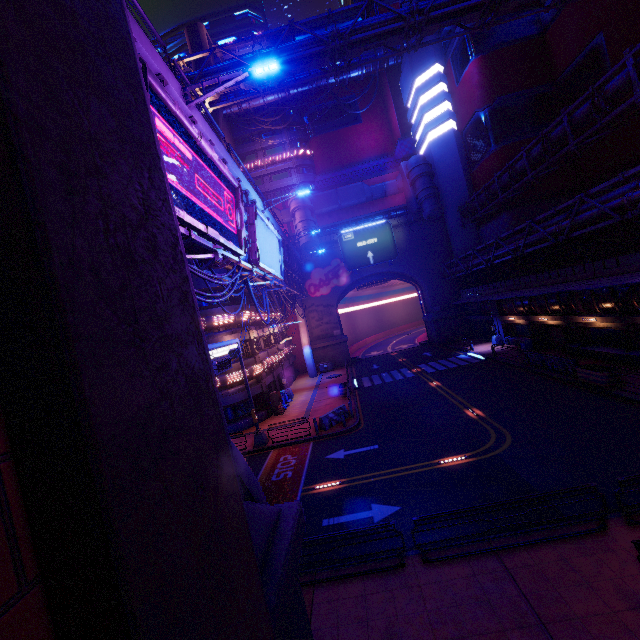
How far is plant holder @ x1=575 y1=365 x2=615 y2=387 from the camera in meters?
17.0 m

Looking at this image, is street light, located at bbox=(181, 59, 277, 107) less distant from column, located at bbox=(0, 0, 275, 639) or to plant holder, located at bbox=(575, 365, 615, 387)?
column, located at bbox=(0, 0, 275, 639)

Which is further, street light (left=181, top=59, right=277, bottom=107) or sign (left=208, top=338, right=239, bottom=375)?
sign (left=208, top=338, right=239, bottom=375)

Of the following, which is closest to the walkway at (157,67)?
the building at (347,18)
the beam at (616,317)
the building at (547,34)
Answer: the building at (547,34)

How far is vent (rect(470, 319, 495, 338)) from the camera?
37.9m

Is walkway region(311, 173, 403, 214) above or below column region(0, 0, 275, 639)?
above

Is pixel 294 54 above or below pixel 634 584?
above

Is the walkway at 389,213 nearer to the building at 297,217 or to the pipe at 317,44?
the building at 297,217
